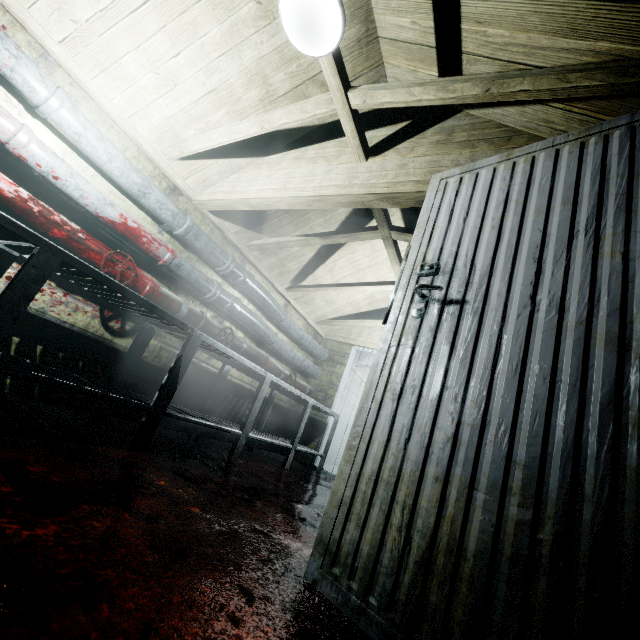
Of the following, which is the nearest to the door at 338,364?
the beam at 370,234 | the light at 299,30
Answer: the beam at 370,234

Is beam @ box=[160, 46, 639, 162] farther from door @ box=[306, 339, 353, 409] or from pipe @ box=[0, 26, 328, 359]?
door @ box=[306, 339, 353, 409]

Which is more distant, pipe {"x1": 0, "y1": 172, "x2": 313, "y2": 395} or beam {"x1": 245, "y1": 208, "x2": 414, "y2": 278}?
beam {"x1": 245, "y1": 208, "x2": 414, "y2": 278}

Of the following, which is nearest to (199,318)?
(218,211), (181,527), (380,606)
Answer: (218,211)

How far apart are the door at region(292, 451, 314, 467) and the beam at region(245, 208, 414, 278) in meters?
1.3 m

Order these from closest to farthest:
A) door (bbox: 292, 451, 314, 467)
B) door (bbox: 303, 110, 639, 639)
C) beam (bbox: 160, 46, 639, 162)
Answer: door (bbox: 303, 110, 639, 639), beam (bbox: 160, 46, 639, 162), door (bbox: 292, 451, 314, 467)

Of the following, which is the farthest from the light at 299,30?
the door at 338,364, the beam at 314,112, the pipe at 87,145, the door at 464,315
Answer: the door at 338,364

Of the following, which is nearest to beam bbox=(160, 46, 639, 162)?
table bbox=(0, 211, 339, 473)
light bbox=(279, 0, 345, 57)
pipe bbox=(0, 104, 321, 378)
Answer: light bbox=(279, 0, 345, 57)
